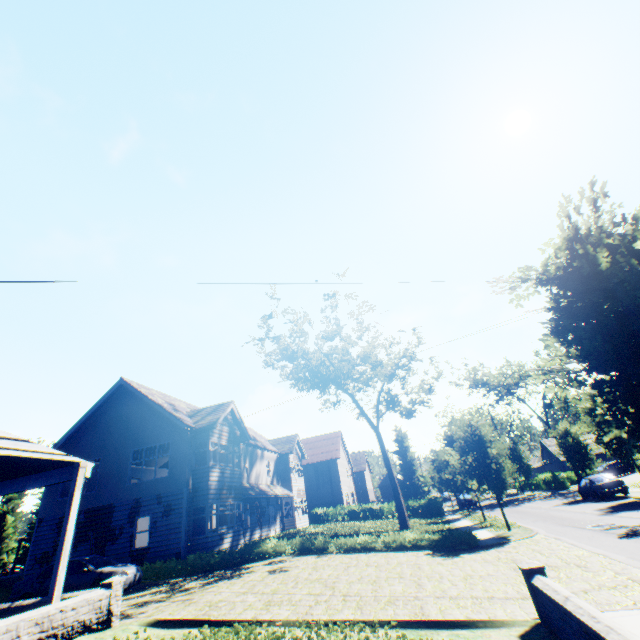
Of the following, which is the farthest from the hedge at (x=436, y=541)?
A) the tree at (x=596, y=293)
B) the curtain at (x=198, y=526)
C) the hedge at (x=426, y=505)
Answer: the hedge at (x=426, y=505)

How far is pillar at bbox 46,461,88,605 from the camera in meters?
7.8

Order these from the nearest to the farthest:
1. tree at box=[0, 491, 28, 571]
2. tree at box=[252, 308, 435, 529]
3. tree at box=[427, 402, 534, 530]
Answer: tree at box=[427, 402, 534, 530] → tree at box=[252, 308, 435, 529] → tree at box=[0, 491, 28, 571]

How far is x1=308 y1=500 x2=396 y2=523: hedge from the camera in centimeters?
3619cm

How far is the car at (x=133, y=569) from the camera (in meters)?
13.20

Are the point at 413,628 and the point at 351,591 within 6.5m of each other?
yes

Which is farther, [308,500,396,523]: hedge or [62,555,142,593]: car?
[308,500,396,523]: hedge

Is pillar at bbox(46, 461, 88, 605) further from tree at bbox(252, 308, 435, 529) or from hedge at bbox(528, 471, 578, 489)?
hedge at bbox(528, 471, 578, 489)
